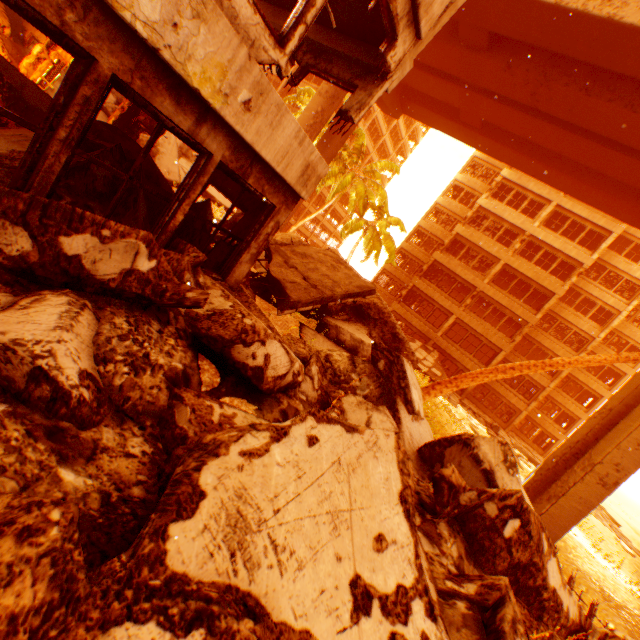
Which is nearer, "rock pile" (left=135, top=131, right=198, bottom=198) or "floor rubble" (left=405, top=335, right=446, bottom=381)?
"rock pile" (left=135, top=131, right=198, bottom=198)

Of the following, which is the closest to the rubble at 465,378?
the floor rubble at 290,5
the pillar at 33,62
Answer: the floor rubble at 290,5

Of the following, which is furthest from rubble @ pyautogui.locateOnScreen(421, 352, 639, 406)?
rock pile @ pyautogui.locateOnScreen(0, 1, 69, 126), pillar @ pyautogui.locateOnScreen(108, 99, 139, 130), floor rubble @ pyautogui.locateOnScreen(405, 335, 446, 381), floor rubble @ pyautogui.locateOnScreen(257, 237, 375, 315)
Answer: pillar @ pyautogui.locateOnScreen(108, 99, 139, 130)

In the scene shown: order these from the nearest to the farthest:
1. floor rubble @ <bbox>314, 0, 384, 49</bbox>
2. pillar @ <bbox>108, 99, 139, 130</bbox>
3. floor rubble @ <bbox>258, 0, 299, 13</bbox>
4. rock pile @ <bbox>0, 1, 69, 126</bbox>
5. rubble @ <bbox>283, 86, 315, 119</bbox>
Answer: floor rubble @ <bbox>314, 0, 384, 49</bbox> → rock pile @ <bbox>0, 1, 69, 126</bbox> → floor rubble @ <bbox>258, 0, 299, 13</bbox> → pillar @ <bbox>108, 99, 139, 130</bbox> → rubble @ <bbox>283, 86, 315, 119</bbox>

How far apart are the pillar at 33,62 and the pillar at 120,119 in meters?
4.6 m

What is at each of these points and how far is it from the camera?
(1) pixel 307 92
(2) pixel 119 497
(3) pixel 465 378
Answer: (1) rubble, 26.7 meters
(2) rock pile, 2.1 meters
(3) rubble, 8.9 meters

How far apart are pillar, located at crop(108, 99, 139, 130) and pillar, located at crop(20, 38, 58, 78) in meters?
4.6

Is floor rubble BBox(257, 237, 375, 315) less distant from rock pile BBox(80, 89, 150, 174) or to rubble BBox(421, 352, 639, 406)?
rock pile BBox(80, 89, 150, 174)
